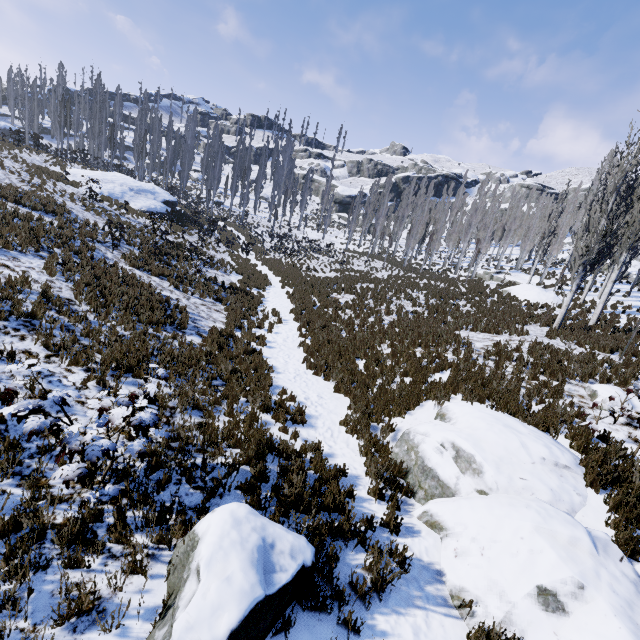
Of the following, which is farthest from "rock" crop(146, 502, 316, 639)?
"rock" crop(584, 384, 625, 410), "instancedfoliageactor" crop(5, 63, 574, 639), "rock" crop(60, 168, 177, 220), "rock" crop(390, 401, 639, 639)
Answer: "rock" crop(60, 168, 177, 220)

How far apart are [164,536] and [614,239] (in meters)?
19.73

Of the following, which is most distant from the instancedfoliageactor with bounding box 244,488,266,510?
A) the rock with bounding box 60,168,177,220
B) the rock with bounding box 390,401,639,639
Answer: the rock with bounding box 390,401,639,639

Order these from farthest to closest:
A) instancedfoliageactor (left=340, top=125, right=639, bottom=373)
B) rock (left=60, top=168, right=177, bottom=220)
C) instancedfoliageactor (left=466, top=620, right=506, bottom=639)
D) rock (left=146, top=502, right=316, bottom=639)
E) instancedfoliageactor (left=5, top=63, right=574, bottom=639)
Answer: rock (left=60, top=168, right=177, bottom=220), instancedfoliageactor (left=340, top=125, right=639, bottom=373), instancedfoliageactor (left=5, top=63, right=574, bottom=639), instancedfoliageactor (left=466, top=620, right=506, bottom=639), rock (left=146, top=502, right=316, bottom=639)

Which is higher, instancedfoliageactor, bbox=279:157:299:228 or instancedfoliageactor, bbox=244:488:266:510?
instancedfoliageactor, bbox=279:157:299:228

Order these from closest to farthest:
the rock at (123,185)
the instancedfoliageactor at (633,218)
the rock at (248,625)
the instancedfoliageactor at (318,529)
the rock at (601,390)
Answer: the rock at (248,625) < the instancedfoliageactor at (318,529) < the rock at (601,390) < the instancedfoliageactor at (633,218) < the rock at (123,185)

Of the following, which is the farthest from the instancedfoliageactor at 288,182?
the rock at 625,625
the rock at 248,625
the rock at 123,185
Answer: the rock at 248,625

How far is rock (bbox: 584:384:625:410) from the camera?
7.7m
